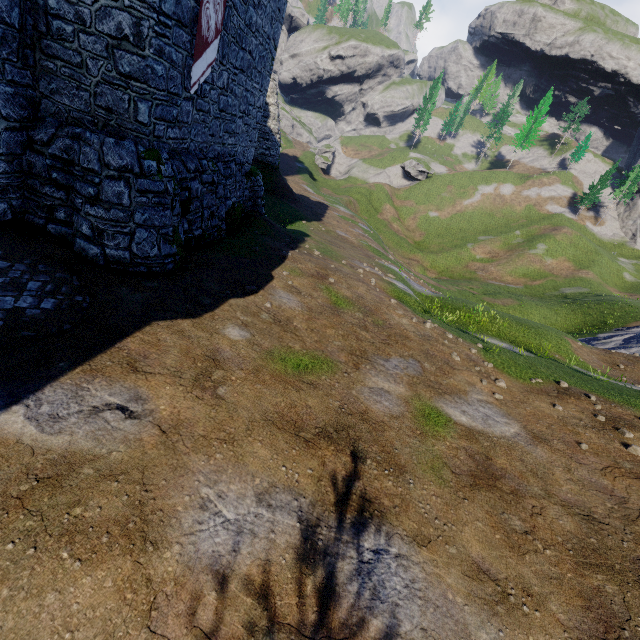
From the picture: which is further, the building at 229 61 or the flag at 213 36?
the flag at 213 36

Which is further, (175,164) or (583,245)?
(583,245)

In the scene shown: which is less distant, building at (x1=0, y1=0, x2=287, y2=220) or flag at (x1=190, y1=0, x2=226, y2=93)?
building at (x1=0, y1=0, x2=287, y2=220)
